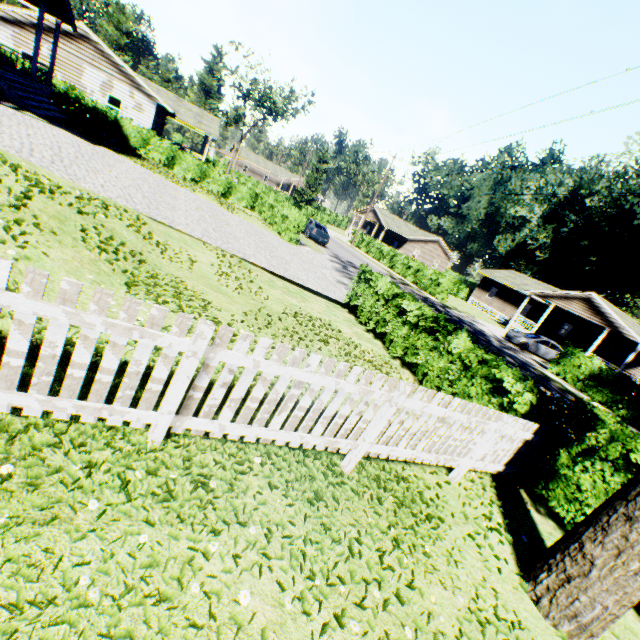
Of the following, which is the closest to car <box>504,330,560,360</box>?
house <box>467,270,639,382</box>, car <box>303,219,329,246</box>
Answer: house <box>467,270,639,382</box>

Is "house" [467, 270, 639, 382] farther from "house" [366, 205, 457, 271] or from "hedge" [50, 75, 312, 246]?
"hedge" [50, 75, 312, 246]

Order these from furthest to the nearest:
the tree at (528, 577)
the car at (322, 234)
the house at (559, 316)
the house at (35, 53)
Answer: the house at (559, 316), the car at (322, 234), the house at (35, 53), the tree at (528, 577)

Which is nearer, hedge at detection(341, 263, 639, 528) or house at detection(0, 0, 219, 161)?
hedge at detection(341, 263, 639, 528)

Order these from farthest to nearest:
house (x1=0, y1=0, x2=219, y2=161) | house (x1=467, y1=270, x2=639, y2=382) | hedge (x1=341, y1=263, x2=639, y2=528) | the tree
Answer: house (x1=467, y1=270, x2=639, y2=382)
house (x1=0, y1=0, x2=219, y2=161)
hedge (x1=341, y1=263, x2=639, y2=528)
the tree

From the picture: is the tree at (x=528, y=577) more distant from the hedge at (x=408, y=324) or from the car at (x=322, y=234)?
the car at (x=322, y=234)

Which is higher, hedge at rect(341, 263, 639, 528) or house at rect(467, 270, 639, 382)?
house at rect(467, 270, 639, 382)

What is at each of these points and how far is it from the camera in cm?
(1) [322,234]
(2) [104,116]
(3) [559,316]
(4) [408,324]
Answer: (1) car, 2745
(2) hedge, 2225
(3) house, 3522
(4) hedge, 975
